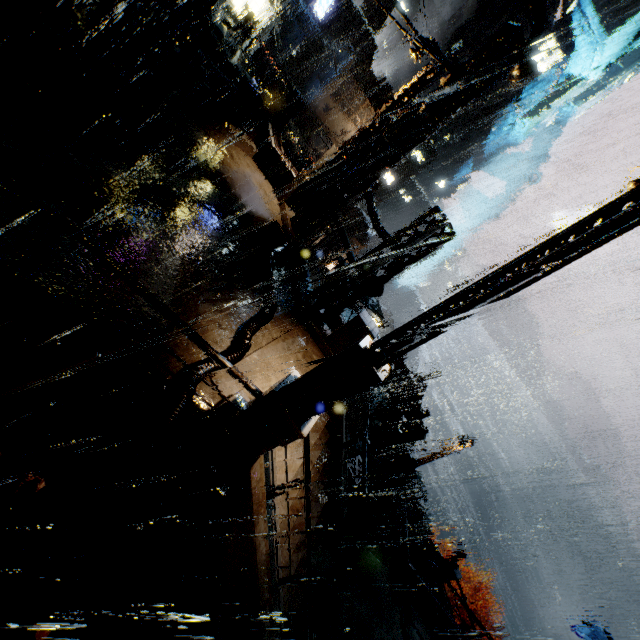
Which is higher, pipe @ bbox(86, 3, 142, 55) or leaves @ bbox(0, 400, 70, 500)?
pipe @ bbox(86, 3, 142, 55)

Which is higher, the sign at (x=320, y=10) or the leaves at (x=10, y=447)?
the sign at (x=320, y=10)

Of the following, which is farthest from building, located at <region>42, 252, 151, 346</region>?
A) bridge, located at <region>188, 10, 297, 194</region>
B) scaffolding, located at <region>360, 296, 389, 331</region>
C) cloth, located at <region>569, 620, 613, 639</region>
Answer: cloth, located at <region>569, 620, 613, 639</region>

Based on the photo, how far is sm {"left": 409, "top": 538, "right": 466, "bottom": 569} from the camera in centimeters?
1777cm

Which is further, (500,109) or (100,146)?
(500,109)

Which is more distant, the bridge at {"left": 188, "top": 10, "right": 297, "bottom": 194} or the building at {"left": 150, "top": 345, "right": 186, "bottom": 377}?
the bridge at {"left": 188, "top": 10, "right": 297, "bottom": 194}

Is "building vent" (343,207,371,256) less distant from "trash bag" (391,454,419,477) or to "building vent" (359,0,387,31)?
"trash bag" (391,454,419,477)

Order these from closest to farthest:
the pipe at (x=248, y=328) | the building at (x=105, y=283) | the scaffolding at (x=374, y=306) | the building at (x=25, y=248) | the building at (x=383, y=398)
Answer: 1. the building at (x=25, y=248)
2. the building at (x=105, y=283)
3. the pipe at (x=248, y=328)
4. the scaffolding at (x=374, y=306)
5. the building at (x=383, y=398)
